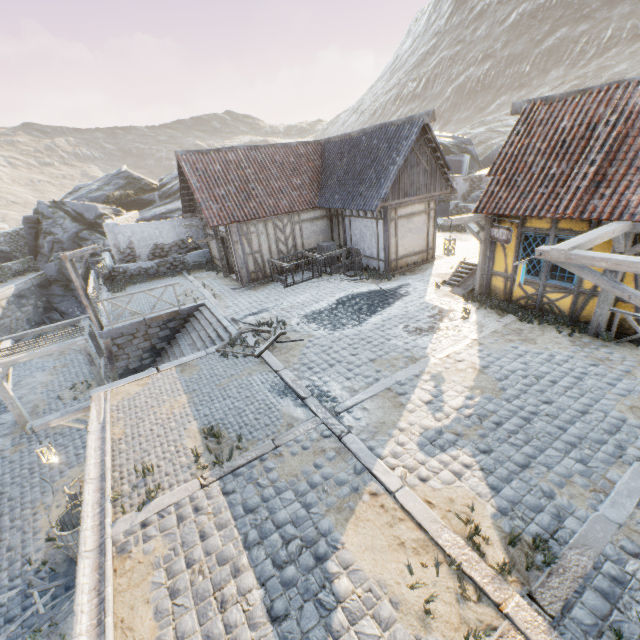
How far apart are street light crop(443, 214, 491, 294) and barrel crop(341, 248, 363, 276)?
4.7m

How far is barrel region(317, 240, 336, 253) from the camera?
15.82m

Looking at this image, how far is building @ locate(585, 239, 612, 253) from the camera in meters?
7.7 m

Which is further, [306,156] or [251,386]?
[306,156]

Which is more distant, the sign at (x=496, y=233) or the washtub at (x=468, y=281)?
the washtub at (x=468, y=281)

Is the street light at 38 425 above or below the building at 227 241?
below

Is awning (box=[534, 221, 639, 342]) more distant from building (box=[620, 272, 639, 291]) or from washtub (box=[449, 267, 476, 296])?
washtub (box=[449, 267, 476, 296])

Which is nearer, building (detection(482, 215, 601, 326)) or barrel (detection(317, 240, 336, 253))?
building (detection(482, 215, 601, 326))
